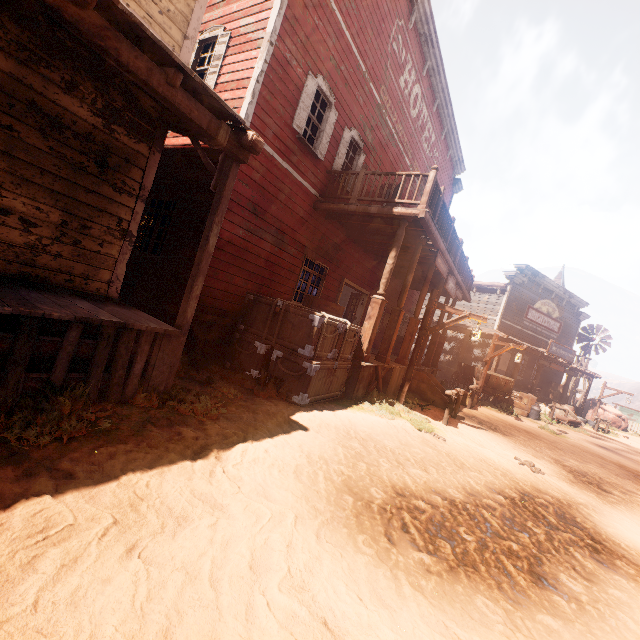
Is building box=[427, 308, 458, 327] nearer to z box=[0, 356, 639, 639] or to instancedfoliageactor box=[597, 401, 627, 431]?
z box=[0, 356, 639, 639]

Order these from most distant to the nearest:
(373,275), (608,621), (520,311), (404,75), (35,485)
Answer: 1. (520,311)
2. (373,275)
3. (404,75)
4. (608,621)
5. (35,485)

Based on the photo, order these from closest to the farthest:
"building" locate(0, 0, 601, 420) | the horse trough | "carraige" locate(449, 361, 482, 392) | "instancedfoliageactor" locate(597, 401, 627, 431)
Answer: "building" locate(0, 0, 601, 420)
"carraige" locate(449, 361, 482, 392)
the horse trough
"instancedfoliageactor" locate(597, 401, 627, 431)

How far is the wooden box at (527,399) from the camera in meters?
15.8 m

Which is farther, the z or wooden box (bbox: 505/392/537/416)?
wooden box (bbox: 505/392/537/416)

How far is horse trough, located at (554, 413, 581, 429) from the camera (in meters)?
16.91

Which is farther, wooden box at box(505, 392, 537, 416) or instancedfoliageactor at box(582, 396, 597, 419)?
instancedfoliageactor at box(582, 396, 597, 419)

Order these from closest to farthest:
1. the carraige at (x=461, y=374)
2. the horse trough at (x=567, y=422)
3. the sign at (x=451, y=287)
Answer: the sign at (x=451, y=287), the carraige at (x=461, y=374), the horse trough at (x=567, y=422)
